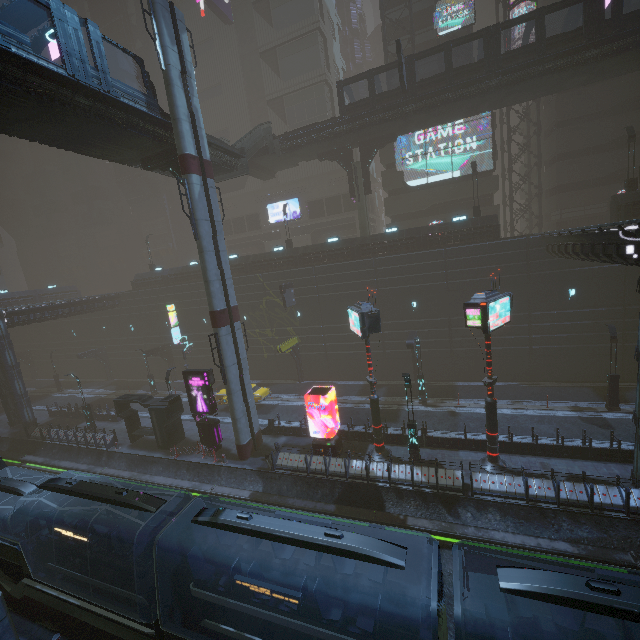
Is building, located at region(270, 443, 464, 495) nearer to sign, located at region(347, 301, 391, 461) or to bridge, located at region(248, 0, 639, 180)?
sign, located at region(347, 301, 391, 461)

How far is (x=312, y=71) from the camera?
42.0m

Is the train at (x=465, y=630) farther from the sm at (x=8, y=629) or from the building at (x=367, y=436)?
the sm at (x=8, y=629)

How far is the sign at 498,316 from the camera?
15.1m

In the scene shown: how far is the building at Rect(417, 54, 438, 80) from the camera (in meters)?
34.37

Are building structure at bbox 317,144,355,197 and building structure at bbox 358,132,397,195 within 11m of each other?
yes

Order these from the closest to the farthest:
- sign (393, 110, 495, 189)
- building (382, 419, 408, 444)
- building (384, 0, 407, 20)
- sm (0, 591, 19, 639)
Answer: → sm (0, 591, 19, 639) → building (382, 419, 408, 444) → sign (393, 110, 495, 189) → building (384, 0, 407, 20)
